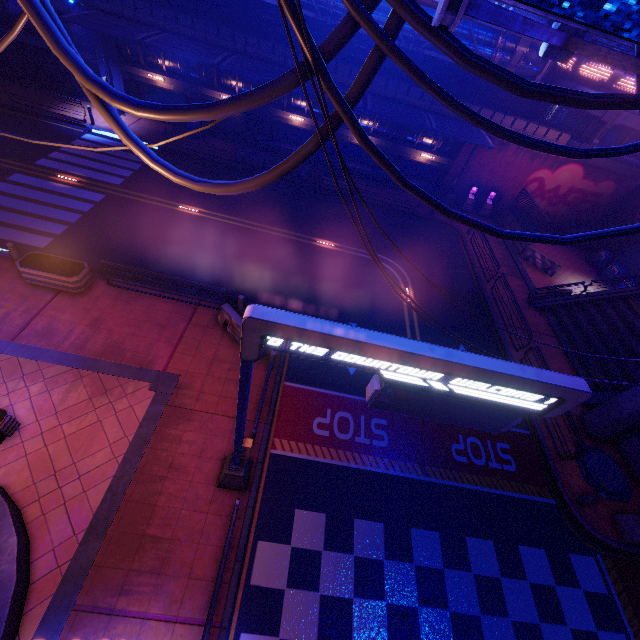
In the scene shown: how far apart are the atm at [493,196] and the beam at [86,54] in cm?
2967

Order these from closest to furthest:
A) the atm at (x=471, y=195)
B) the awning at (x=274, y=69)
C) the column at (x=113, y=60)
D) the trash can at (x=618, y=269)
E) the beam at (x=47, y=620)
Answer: the beam at (x=47, y=620) < the awning at (x=274, y=69) < the column at (x=113, y=60) < the trash can at (x=618, y=269) < the atm at (x=471, y=195)

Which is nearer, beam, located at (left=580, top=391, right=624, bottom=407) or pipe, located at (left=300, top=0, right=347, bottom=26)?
beam, located at (left=580, top=391, right=624, bottom=407)

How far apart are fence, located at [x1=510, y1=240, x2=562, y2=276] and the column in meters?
30.1 m

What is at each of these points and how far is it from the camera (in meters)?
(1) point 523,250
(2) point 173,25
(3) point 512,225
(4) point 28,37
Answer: (1) fence, 23.02
(2) fence, 20.23
(3) fence, 24.80
(4) beam, 21.31

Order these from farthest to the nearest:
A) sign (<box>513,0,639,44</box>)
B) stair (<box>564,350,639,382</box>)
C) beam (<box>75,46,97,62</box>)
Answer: beam (<box>75,46,97,62</box>) < stair (<box>564,350,639,382</box>) < sign (<box>513,0,639,44</box>)

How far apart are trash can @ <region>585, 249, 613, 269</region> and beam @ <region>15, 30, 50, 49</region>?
38.40m

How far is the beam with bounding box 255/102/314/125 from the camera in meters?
23.0
